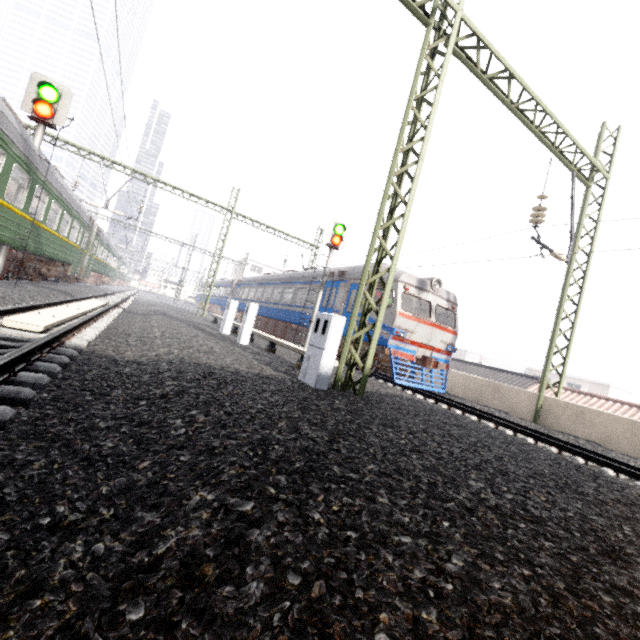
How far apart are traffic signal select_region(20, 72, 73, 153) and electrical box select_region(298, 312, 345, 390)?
9.0m

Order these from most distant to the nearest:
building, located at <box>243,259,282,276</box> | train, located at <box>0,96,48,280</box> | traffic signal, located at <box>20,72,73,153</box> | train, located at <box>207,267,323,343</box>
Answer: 1. building, located at <box>243,259,282,276</box>
2. train, located at <box>207,267,323,343</box>
3. traffic signal, located at <box>20,72,73,153</box>
4. train, located at <box>0,96,48,280</box>

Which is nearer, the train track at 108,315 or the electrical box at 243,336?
the train track at 108,315

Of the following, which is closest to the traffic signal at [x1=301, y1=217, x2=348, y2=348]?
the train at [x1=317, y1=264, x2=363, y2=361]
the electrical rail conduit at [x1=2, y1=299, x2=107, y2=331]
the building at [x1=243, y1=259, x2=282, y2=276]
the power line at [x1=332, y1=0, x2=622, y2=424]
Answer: → the train at [x1=317, y1=264, x2=363, y2=361]

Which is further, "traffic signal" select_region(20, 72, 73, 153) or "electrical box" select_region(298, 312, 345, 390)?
"traffic signal" select_region(20, 72, 73, 153)

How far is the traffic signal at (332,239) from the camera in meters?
13.5

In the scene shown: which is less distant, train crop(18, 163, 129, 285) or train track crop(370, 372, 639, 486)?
train track crop(370, 372, 639, 486)

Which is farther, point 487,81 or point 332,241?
point 332,241
